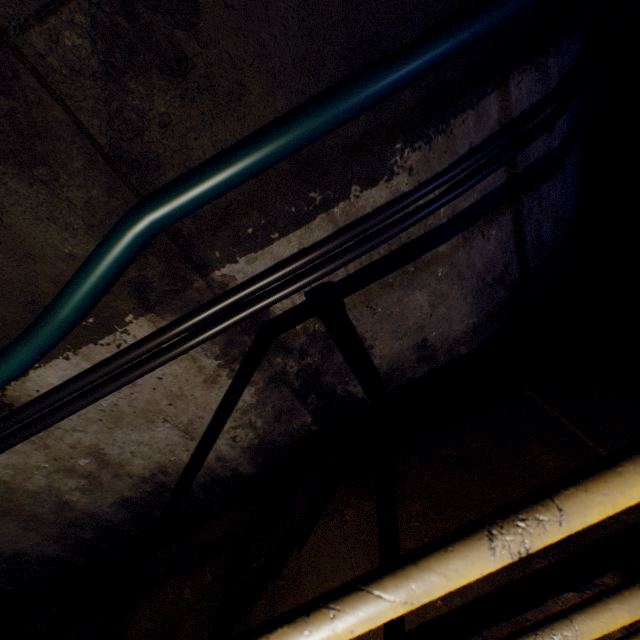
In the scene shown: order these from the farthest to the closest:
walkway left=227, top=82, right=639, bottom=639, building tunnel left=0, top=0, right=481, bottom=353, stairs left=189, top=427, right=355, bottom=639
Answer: stairs left=189, top=427, right=355, bottom=639 → building tunnel left=0, top=0, right=481, bottom=353 → walkway left=227, top=82, right=639, bottom=639

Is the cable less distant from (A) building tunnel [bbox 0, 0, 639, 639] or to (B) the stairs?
(A) building tunnel [bbox 0, 0, 639, 639]

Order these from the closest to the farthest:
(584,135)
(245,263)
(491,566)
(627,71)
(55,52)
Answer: (491,566), (55,52), (245,263), (584,135), (627,71)

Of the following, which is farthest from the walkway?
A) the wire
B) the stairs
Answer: the wire

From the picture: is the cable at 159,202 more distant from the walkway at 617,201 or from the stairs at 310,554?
the stairs at 310,554

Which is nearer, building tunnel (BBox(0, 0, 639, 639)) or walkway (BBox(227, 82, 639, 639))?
walkway (BBox(227, 82, 639, 639))

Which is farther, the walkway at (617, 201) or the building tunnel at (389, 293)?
the building tunnel at (389, 293)

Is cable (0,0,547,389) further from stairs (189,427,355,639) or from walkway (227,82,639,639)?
stairs (189,427,355,639)
